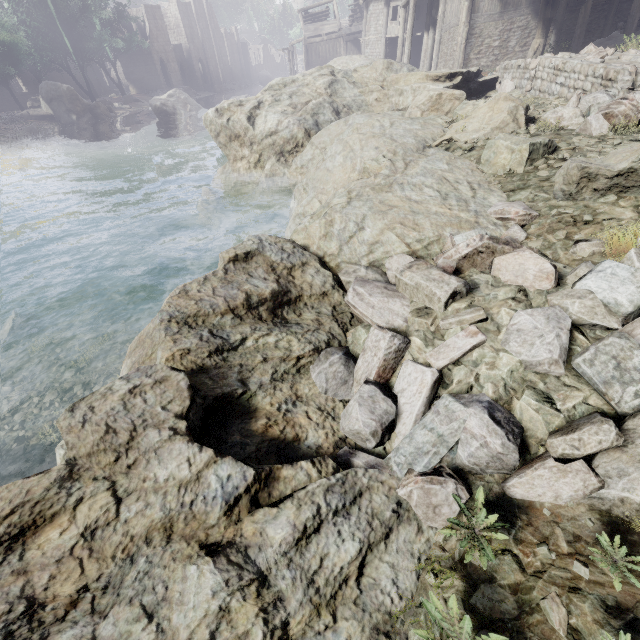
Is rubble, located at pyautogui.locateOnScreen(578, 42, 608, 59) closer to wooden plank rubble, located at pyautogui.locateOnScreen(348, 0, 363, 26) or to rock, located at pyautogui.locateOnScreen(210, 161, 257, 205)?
rock, located at pyautogui.locateOnScreen(210, 161, 257, 205)

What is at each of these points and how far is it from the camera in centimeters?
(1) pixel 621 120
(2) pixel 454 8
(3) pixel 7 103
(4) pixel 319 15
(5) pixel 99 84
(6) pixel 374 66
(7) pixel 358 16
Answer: (1) rubble, 479cm
(2) building, 1889cm
(3) building, 4181cm
(4) wooden plank rubble, 4481cm
(5) building, 5466cm
(6) rock, 1248cm
(7) wooden plank rubble, 4559cm

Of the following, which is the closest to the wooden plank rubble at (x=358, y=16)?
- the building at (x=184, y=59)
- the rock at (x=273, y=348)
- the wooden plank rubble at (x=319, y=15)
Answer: the building at (x=184, y=59)

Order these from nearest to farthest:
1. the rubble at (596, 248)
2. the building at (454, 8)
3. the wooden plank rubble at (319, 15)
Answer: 1. the rubble at (596, 248)
2. the building at (454, 8)
3. the wooden plank rubble at (319, 15)

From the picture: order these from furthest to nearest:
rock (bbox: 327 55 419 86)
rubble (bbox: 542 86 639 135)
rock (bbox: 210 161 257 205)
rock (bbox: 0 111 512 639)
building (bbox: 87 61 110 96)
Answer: building (bbox: 87 61 110 96) < rock (bbox: 327 55 419 86) < rock (bbox: 210 161 257 205) < rubble (bbox: 542 86 639 135) < rock (bbox: 0 111 512 639)

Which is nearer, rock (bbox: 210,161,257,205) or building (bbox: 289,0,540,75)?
rock (bbox: 210,161,257,205)

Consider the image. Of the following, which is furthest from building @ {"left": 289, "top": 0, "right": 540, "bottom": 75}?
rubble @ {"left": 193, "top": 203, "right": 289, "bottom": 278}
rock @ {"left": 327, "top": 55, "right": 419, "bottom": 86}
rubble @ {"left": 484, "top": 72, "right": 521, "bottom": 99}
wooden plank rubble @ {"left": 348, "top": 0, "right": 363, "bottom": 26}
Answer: rubble @ {"left": 193, "top": 203, "right": 289, "bottom": 278}

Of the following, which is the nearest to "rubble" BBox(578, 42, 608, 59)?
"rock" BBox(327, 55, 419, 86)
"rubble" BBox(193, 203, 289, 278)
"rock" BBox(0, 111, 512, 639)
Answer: "rock" BBox(327, 55, 419, 86)
